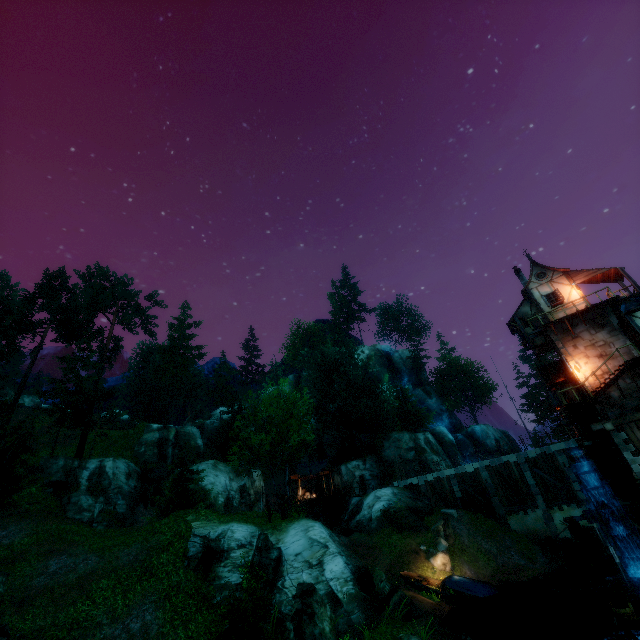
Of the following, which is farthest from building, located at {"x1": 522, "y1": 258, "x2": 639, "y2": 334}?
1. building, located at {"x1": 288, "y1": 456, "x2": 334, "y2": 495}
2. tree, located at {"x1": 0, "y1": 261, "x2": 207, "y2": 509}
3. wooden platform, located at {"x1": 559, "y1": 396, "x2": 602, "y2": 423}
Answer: building, located at {"x1": 288, "y1": 456, "x2": 334, "y2": 495}

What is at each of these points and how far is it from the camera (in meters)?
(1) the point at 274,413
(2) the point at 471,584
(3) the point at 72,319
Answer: (1) tree, 23.86
(2) boat, 21.11
(3) tree, 38.94

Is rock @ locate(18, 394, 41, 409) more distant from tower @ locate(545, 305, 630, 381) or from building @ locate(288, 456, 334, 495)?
tower @ locate(545, 305, 630, 381)

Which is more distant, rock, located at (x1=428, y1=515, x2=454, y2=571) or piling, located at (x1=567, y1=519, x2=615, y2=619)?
rock, located at (x1=428, y1=515, x2=454, y2=571)

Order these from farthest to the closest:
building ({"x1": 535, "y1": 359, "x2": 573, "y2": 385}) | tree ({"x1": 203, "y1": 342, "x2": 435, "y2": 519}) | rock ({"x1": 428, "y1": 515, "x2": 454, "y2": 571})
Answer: building ({"x1": 535, "y1": 359, "x2": 573, "y2": 385}) → rock ({"x1": 428, "y1": 515, "x2": 454, "y2": 571}) → tree ({"x1": 203, "y1": 342, "x2": 435, "y2": 519})

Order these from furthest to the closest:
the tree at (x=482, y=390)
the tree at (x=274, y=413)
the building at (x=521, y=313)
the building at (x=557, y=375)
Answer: the tree at (x=482, y=390), the building at (x=521, y=313), the building at (x=557, y=375), the tree at (x=274, y=413)

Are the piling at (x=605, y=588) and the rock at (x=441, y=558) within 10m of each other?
yes

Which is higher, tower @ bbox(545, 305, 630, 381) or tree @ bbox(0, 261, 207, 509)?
tree @ bbox(0, 261, 207, 509)
